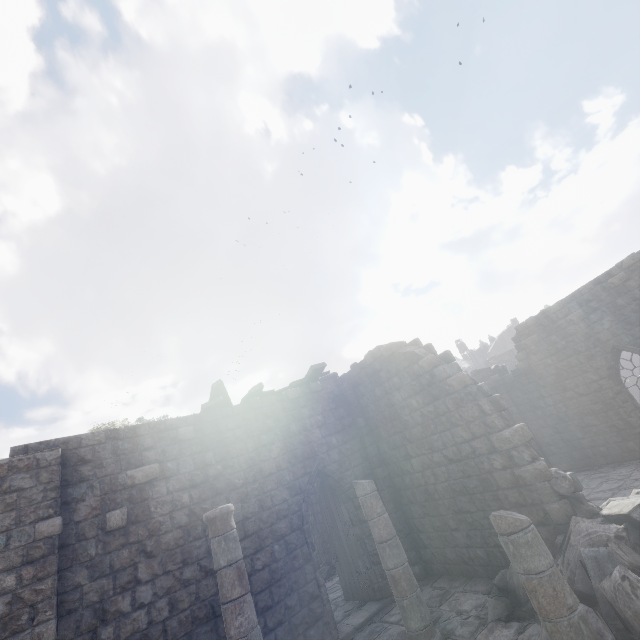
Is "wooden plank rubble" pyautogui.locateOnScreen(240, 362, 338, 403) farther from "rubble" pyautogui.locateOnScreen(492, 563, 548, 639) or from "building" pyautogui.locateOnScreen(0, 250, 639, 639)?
"rubble" pyautogui.locateOnScreen(492, 563, 548, 639)

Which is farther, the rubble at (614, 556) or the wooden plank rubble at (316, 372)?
the wooden plank rubble at (316, 372)

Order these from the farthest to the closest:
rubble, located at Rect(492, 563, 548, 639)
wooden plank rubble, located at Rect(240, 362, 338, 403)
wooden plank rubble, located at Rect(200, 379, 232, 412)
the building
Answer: wooden plank rubble, located at Rect(240, 362, 338, 403) → wooden plank rubble, located at Rect(200, 379, 232, 412) → the building → rubble, located at Rect(492, 563, 548, 639)

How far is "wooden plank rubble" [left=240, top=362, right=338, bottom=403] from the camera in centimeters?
1084cm

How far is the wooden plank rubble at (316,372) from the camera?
10.8m

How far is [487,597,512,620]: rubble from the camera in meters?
6.7 m

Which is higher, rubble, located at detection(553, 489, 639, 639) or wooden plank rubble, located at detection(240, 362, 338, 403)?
wooden plank rubble, located at detection(240, 362, 338, 403)

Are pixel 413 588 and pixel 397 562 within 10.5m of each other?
yes
